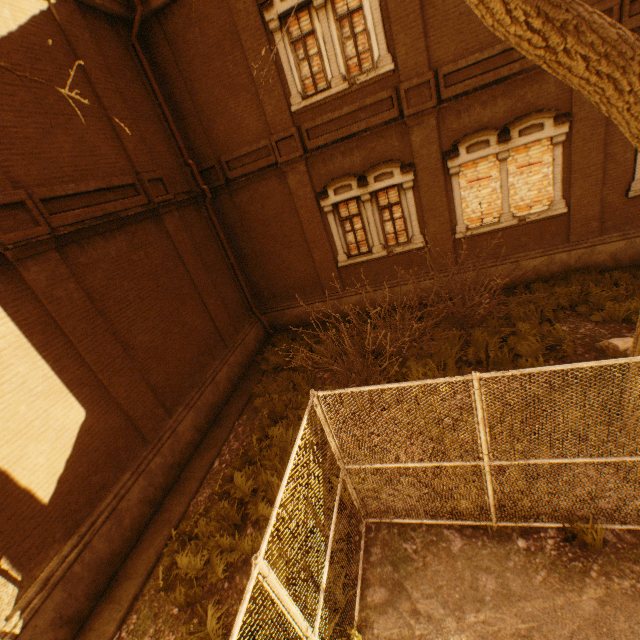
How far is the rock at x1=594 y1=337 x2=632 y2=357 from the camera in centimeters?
680cm

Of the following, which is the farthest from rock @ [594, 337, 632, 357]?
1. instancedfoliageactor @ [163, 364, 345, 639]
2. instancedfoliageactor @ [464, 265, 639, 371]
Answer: instancedfoliageactor @ [163, 364, 345, 639]

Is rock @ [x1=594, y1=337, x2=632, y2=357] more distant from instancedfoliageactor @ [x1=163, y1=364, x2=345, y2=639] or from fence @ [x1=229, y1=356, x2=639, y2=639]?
instancedfoliageactor @ [x1=163, y1=364, x2=345, y2=639]

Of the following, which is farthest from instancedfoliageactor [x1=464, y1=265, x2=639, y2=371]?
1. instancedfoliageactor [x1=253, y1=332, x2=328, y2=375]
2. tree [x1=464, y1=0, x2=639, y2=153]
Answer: instancedfoliageactor [x1=253, y1=332, x2=328, y2=375]

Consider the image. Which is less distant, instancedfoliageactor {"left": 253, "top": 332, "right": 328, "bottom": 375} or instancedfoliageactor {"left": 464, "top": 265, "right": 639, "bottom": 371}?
instancedfoliageactor {"left": 464, "top": 265, "right": 639, "bottom": 371}

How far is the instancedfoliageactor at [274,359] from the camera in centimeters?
1063cm

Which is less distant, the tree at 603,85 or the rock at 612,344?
the tree at 603,85

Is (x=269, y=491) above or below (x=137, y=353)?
below
